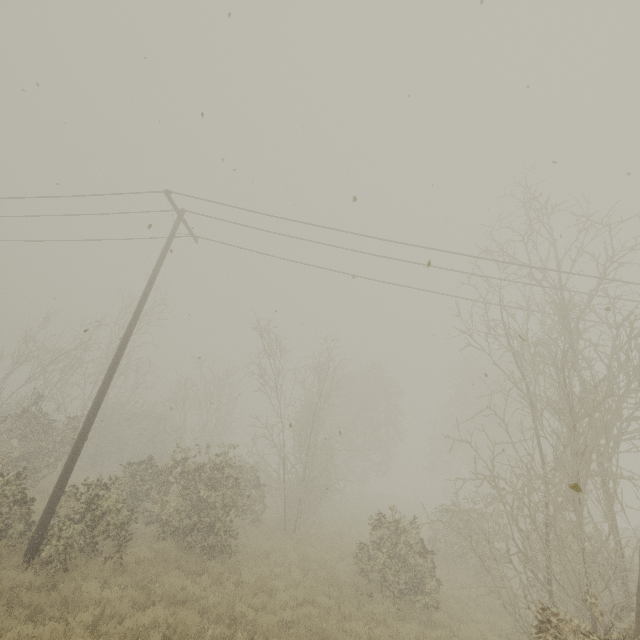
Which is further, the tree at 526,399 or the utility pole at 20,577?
the utility pole at 20,577

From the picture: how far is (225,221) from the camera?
12.92m

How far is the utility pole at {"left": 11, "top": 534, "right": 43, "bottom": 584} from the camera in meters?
7.4 m

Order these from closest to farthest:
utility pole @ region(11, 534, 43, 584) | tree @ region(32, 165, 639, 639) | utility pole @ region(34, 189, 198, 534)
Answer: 1. tree @ region(32, 165, 639, 639)
2. utility pole @ region(11, 534, 43, 584)
3. utility pole @ region(34, 189, 198, 534)

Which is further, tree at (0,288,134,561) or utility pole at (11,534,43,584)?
tree at (0,288,134,561)

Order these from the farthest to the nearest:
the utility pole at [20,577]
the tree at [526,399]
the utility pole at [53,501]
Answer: the utility pole at [53,501]
the utility pole at [20,577]
the tree at [526,399]

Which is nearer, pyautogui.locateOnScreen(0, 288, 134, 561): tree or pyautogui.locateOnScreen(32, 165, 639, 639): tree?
pyautogui.locateOnScreen(32, 165, 639, 639): tree
